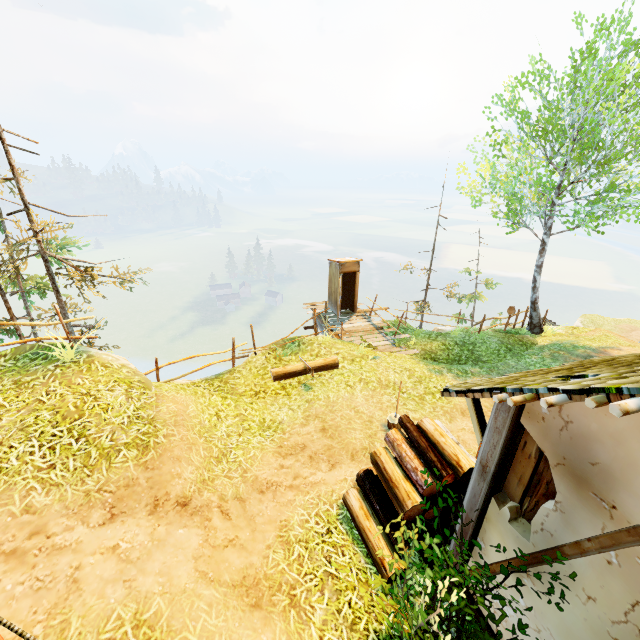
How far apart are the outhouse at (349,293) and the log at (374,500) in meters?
10.0 m

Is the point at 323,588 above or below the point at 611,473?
below

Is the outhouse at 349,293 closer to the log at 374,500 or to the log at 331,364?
the log at 331,364

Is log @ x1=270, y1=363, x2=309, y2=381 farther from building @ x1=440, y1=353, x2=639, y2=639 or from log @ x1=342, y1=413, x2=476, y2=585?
building @ x1=440, y1=353, x2=639, y2=639

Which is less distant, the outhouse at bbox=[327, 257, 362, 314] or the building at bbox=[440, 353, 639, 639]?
the building at bbox=[440, 353, 639, 639]

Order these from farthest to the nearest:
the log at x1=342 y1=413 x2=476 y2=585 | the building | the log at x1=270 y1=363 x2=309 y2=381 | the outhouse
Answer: the outhouse
the log at x1=270 y1=363 x2=309 y2=381
the log at x1=342 y1=413 x2=476 y2=585
the building

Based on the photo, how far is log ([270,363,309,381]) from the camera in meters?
9.5

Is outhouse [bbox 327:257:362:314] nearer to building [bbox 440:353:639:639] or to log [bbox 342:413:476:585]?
log [bbox 342:413:476:585]
